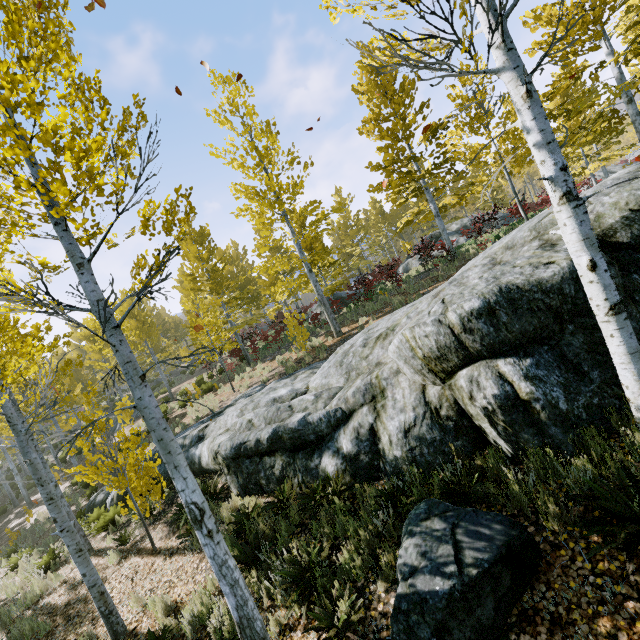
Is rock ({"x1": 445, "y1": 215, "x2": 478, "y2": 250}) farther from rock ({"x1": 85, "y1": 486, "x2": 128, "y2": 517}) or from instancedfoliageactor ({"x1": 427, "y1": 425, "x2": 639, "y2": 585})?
rock ({"x1": 85, "y1": 486, "x2": 128, "y2": 517})

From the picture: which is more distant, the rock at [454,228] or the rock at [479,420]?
the rock at [454,228]

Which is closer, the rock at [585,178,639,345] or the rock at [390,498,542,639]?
the rock at [390,498,542,639]

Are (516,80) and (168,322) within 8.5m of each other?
no

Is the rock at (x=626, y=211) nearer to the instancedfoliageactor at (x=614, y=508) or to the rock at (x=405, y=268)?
the instancedfoliageactor at (x=614, y=508)

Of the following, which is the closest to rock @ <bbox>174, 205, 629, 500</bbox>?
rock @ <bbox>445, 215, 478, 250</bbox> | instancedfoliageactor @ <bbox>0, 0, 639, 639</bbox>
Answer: instancedfoliageactor @ <bbox>0, 0, 639, 639</bbox>

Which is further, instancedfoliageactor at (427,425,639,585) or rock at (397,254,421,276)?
rock at (397,254,421,276)

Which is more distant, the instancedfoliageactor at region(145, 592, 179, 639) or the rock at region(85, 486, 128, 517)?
the rock at region(85, 486, 128, 517)
